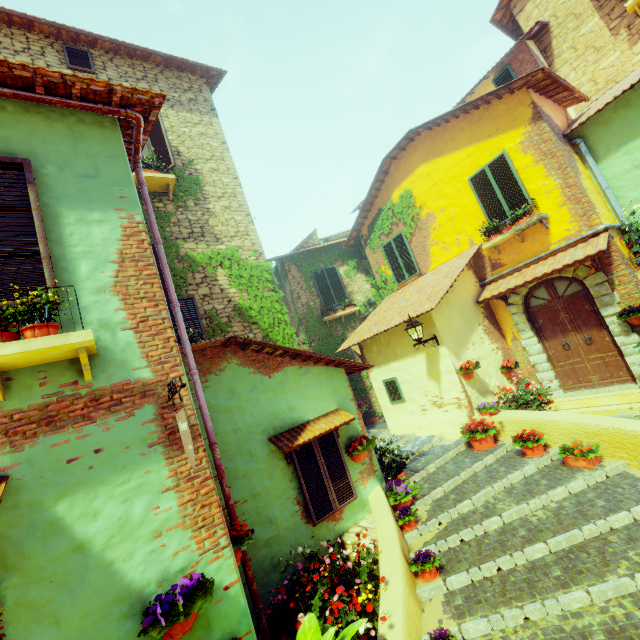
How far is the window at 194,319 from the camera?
7.3m

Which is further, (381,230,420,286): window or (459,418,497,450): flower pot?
(381,230,420,286): window

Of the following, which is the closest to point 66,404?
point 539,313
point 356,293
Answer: point 539,313

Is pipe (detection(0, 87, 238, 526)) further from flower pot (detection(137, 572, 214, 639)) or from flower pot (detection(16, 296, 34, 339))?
flower pot (detection(16, 296, 34, 339))

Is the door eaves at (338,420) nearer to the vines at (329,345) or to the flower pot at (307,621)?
the vines at (329,345)

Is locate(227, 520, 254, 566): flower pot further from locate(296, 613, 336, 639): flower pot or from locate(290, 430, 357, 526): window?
locate(290, 430, 357, 526): window

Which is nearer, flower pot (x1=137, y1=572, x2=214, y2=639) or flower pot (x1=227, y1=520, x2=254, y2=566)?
flower pot (x1=137, y1=572, x2=214, y2=639)

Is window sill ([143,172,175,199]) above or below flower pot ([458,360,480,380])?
above
